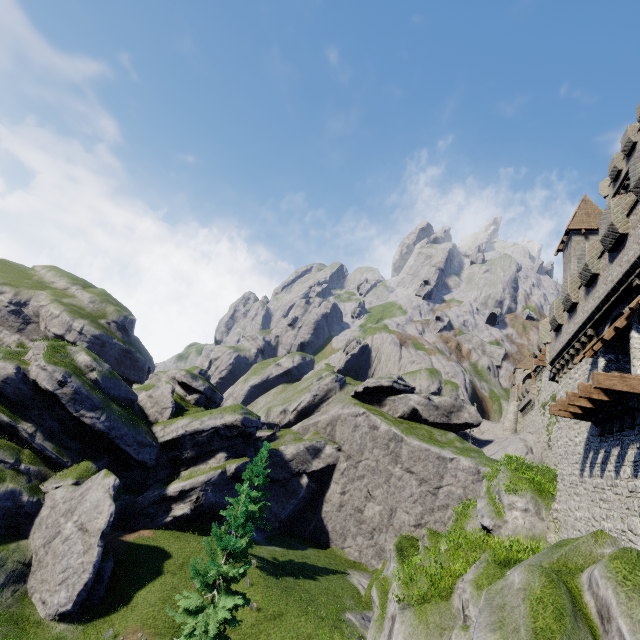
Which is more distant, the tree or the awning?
the tree

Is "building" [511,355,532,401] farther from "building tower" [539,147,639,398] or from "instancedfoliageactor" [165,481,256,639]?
"instancedfoliageactor" [165,481,256,639]

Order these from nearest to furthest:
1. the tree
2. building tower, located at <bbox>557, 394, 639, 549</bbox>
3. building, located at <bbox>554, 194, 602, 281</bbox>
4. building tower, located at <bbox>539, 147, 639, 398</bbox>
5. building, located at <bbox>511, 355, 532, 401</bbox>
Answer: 1. building tower, located at <bbox>557, 394, 639, 549</bbox>
2. building tower, located at <bbox>539, 147, 639, 398</bbox>
3. the tree
4. building, located at <bbox>554, 194, 602, 281</bbox>
5. building, located at <bbox>511, 355, 532, 401</bbox>

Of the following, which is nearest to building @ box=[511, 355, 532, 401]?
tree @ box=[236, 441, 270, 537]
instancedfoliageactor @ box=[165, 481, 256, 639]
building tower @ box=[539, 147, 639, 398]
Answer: building tower @ box=[539, 147, 639, 398]

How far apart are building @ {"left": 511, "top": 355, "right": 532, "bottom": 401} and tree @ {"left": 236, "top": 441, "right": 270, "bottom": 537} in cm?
4592

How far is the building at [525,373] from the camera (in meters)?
56.75

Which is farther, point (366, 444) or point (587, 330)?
point (366, 444)

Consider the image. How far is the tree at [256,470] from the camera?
29.68m
